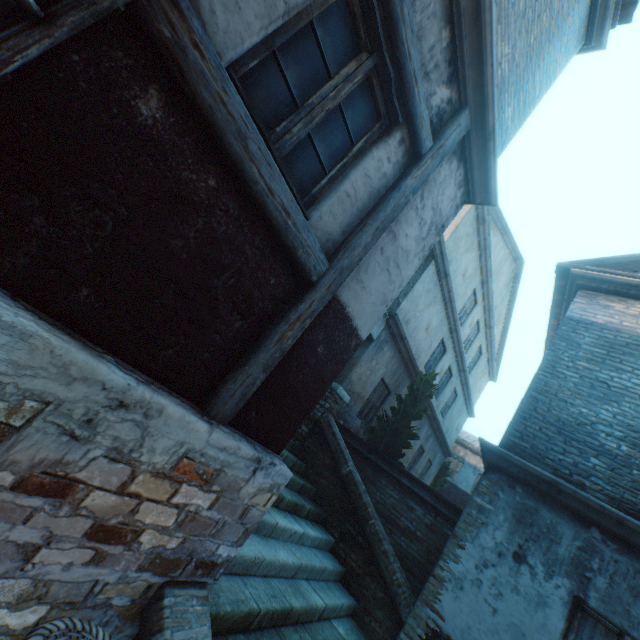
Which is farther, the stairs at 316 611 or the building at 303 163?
the stairs at 316 611

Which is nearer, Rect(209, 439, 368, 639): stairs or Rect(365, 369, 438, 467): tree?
Rect(209, 439, 368, 639): stairs

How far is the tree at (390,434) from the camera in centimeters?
830cm

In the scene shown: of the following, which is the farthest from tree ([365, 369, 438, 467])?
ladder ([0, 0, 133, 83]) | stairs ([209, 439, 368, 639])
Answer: ladder ([0, 0, 133, 83])

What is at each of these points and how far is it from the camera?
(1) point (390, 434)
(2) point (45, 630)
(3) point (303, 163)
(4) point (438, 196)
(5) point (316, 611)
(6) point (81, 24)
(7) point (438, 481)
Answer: (1) tree, 8.54m
(2) wicker basket, 1.49m
(3) building, 2.39m
(4) building, 3.55m
(5) stairs, 4.00m
(6) ladder, 1.16m
(7) tree, 16.81m

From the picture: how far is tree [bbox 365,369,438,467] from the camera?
8.3 meters

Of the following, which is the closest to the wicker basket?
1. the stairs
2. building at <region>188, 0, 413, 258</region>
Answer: building at <region>188, 0, 413, 258</region>

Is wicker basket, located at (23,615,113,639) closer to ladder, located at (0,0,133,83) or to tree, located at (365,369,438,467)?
ladder, located at (0,0,133,83)
